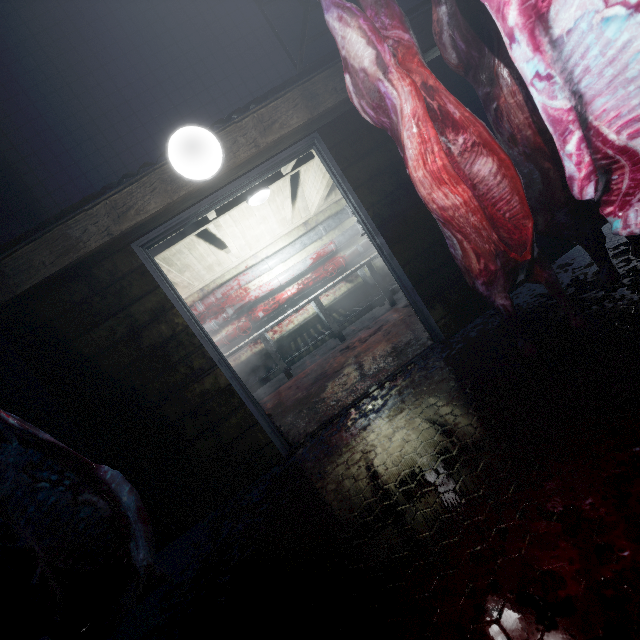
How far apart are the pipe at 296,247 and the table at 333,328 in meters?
0.7

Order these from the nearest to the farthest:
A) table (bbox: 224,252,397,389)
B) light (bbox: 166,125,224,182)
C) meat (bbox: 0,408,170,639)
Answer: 1. meat (bbox: 0,408,170,639)
2. light (bbox: 166,125,224,182)
3. table (bbox: 224,252,397,389)

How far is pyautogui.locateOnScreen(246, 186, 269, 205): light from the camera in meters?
3.8

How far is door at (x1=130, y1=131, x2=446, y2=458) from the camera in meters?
2.4

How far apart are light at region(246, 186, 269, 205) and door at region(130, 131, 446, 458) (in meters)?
0.82

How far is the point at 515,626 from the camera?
0.84m

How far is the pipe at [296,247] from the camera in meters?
5.3

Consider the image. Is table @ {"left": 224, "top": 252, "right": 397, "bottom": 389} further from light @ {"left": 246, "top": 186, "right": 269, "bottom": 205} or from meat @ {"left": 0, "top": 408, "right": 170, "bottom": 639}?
meat @ {"left": 0, "top": 408, "right": 170, "bottom": 639}
